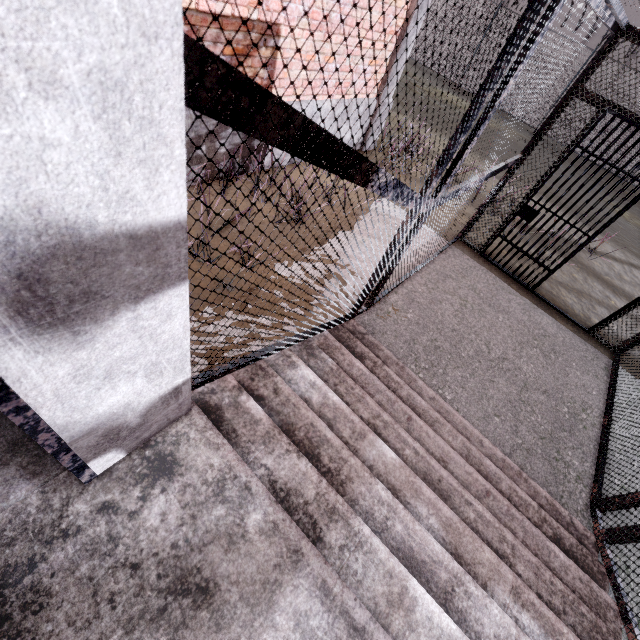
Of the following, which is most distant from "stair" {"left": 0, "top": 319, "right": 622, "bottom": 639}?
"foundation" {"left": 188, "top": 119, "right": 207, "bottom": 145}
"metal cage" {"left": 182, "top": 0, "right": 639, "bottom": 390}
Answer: "foundation" {"left": 188, "top": 119, "right": 207, "bottom": 145}

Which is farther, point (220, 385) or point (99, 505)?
point (220, 385)

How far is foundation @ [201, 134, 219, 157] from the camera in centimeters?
421cm

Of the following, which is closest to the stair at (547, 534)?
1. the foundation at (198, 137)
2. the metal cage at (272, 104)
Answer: the metal cage at (272, 104)

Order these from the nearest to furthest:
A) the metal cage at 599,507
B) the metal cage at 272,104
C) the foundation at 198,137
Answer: the metal cage at 272,104 < the metal cage at 599,507 < the foundation at 198,137

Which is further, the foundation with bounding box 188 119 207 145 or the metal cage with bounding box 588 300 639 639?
the foundation with bounding box 188 119 207 145

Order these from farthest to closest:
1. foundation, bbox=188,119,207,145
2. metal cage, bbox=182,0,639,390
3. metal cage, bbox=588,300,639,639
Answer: foundation, bbox=188,119,207,145, metal cage, bbox=588,300,639,639, metal cage, bbox=182,0,639,390

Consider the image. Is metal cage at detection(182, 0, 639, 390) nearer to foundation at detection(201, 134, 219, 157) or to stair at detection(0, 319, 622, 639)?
stair at detection(0, 319, 622, 639)
